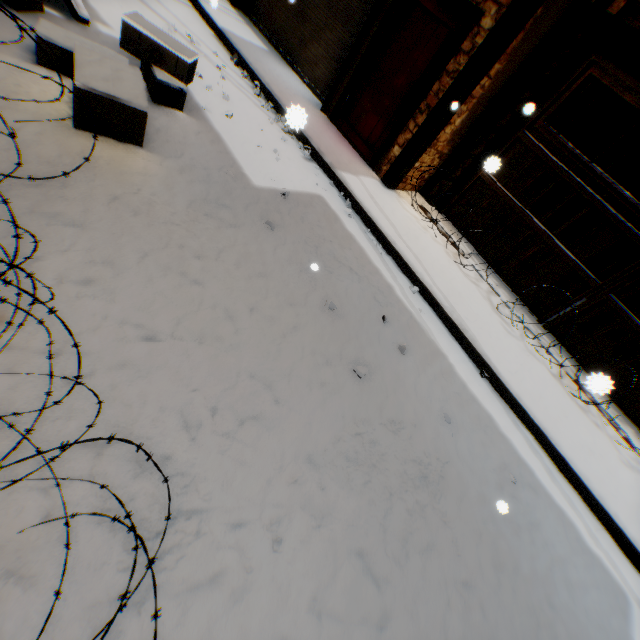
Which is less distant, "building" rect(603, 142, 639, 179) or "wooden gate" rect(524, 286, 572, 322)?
"wooden gate" rect(524, 286, 572, 322)

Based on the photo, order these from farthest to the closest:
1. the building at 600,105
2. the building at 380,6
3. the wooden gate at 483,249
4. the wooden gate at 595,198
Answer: the building at 600,105
the wooden gate at 483,249
the building at 380,6
the wooden gate at 595,198

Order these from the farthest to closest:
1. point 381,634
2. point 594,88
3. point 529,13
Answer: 1. point 594,88
2. point 529,13
3. point 381,634

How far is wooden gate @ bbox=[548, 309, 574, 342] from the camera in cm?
551

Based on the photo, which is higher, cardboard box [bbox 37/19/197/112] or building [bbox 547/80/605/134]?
building [bbox 547/80/605/134]

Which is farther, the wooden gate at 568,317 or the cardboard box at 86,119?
the wooden gate at 568,317
